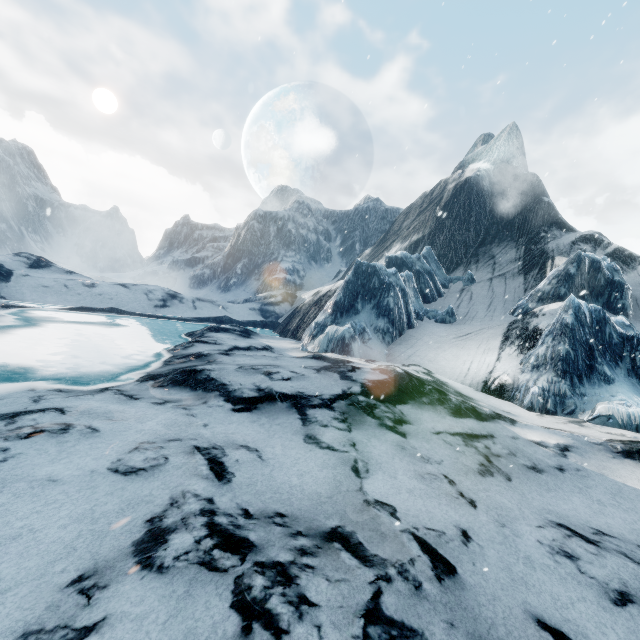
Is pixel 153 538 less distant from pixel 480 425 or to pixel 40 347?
pixel 480 425
